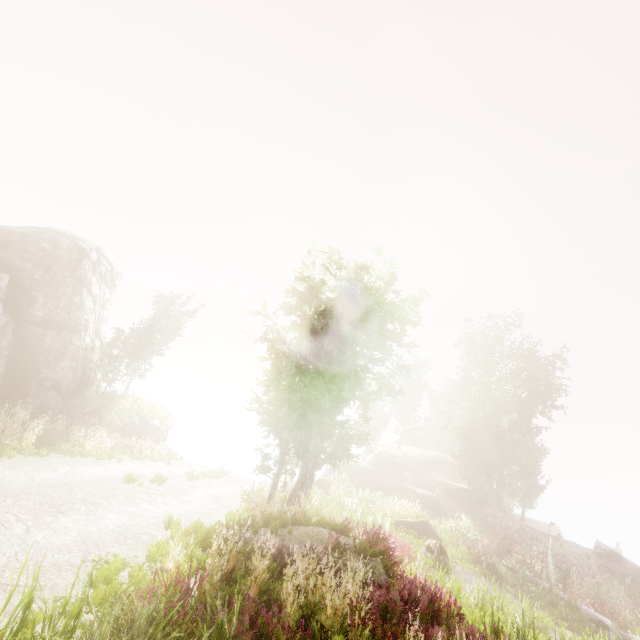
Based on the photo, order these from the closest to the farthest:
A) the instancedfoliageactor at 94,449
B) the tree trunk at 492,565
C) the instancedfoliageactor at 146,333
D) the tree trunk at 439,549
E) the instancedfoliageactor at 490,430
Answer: the instancedfoliageactor at 490,430
the instancedfoliageactor at 94,449
the tree trunk at 439,549
the tree trunk at 492,565
the instancedfoliageactor at 146,333

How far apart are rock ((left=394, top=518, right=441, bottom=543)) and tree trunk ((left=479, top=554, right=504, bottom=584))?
1.9 meters

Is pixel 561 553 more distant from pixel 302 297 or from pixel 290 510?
pixel 302 297

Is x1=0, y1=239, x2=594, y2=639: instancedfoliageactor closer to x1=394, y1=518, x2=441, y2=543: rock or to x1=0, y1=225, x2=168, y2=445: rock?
x1=0, y1=225, x2=168, y2=445: rock

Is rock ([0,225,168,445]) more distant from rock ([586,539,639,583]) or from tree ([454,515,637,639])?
tree ([454,515,637,639])

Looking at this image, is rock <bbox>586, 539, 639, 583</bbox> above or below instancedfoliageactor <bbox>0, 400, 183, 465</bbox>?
above

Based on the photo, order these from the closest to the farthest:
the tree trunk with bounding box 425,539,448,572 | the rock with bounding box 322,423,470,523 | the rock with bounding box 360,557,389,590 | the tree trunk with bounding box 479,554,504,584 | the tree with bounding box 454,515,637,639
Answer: the rock with bounding box 360,557,389,590
the tree with bounding box 454,515,637,639
the tree trunk with bounding box 425,539,448,572
the tree trunk with bounding box 479,554,504,584
the rock with bounding box 322,423,470,523

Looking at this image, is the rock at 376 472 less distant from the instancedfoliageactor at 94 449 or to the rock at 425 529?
the instancedfoliageactor at 94 449
